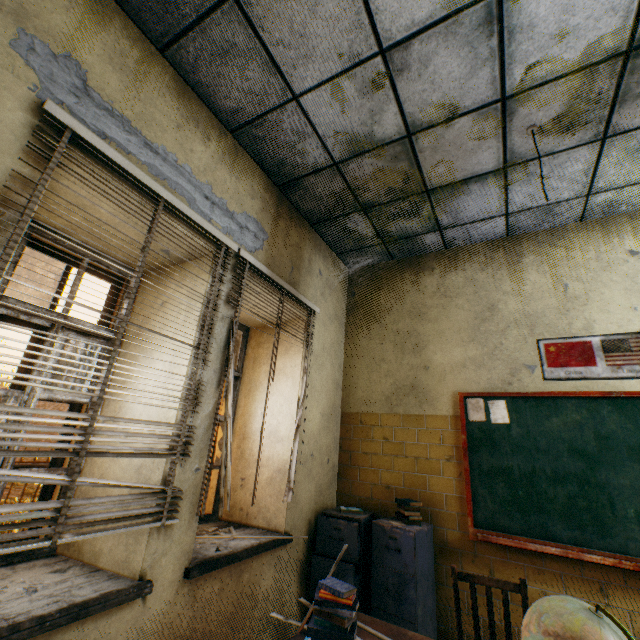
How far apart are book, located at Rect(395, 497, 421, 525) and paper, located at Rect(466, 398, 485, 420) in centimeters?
97cm

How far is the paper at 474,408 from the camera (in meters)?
3.18

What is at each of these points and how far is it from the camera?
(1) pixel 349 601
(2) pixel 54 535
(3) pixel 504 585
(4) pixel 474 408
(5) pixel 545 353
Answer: (1) book, 1.5m
(2) blinds, 1.4m
(3) chair, 1.9m
(4) paper, 3.2m
(5) banner, 3.1m

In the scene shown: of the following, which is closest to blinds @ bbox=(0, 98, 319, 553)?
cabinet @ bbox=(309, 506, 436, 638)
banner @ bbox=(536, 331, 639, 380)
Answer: cabinet @ bbox=(309, 506, 436, 638)

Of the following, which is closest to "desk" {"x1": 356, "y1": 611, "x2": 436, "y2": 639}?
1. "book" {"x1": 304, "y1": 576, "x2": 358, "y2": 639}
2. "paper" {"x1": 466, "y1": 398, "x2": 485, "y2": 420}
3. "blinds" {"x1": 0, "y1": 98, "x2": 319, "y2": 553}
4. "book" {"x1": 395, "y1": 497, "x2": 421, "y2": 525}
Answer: "book" {"x1": 304, "y1": 576, "x2": 358, "y2": 639}

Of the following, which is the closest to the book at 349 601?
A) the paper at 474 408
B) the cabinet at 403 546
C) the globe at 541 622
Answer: the globe at 541 622

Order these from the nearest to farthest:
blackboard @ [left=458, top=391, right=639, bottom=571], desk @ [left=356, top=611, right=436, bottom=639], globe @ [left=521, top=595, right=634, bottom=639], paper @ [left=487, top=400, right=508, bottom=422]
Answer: globe @ [left=521, top=595, right=634, bottom=639], desk @ [left=356, top=611, right=436, bottom=639], blackboard @ [left=458, top=391, right=639, bottom=571], paper @ [left=487, top=400, right=508, bottom=422]

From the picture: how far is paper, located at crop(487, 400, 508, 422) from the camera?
3.1m
